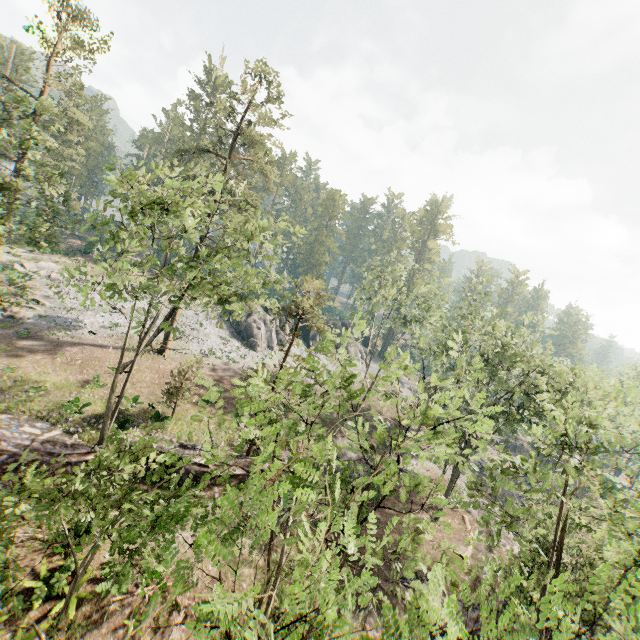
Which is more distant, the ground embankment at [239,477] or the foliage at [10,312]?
the foliage at [10,312]

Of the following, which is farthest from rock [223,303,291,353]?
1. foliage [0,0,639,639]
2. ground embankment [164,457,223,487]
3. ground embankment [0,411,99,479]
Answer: ground embankment [0,411,99,479]

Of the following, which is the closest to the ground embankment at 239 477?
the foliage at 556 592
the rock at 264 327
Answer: the foliage at 556 592

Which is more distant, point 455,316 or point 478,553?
point 455,316

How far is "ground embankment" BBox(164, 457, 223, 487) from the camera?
21.78m

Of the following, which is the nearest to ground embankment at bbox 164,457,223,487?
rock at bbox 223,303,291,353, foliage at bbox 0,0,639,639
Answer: foliage at bbox 0,0,639,639

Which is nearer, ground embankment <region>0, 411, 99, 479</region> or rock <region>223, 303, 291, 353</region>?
ground embankment <region>0, 411, 99, 479</region>

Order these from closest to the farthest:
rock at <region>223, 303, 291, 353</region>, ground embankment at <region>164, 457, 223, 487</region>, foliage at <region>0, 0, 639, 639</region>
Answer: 1. foliage at <region>0, 0, 639, 639</region>
2. ground embankment at <region>164, 457, 223, 487</region>
3. rock at <region>223, 303, 291, 353</region>
